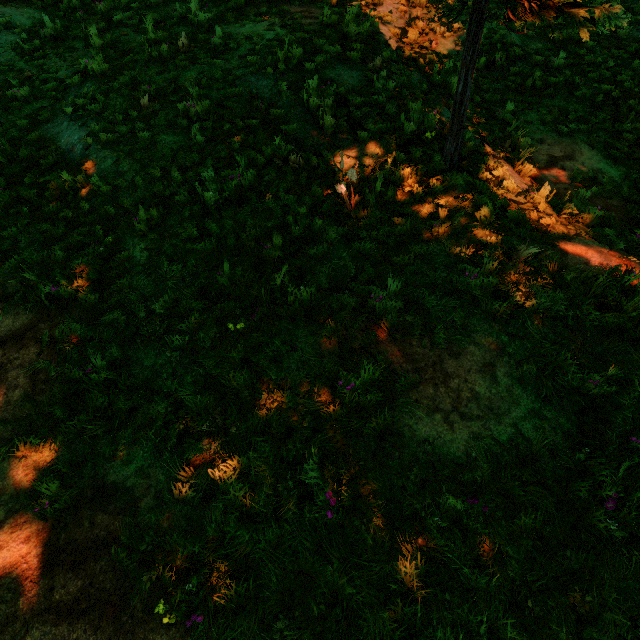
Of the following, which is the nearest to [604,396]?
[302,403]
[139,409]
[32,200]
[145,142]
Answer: [302,403]
